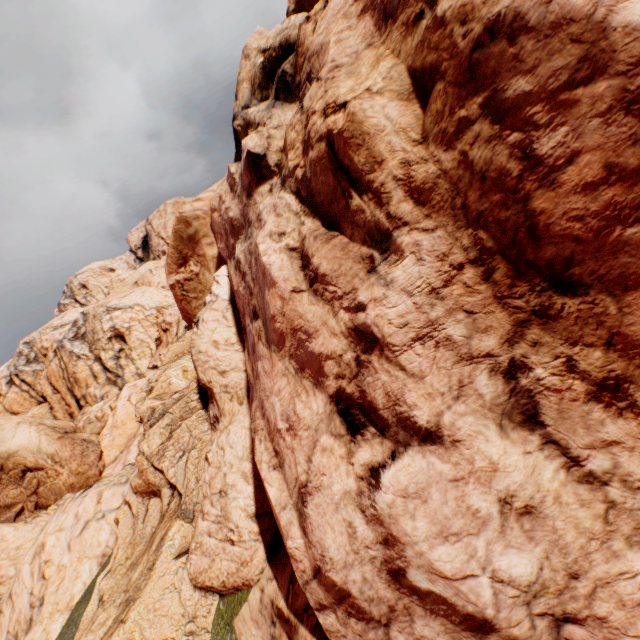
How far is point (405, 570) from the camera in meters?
2.3
